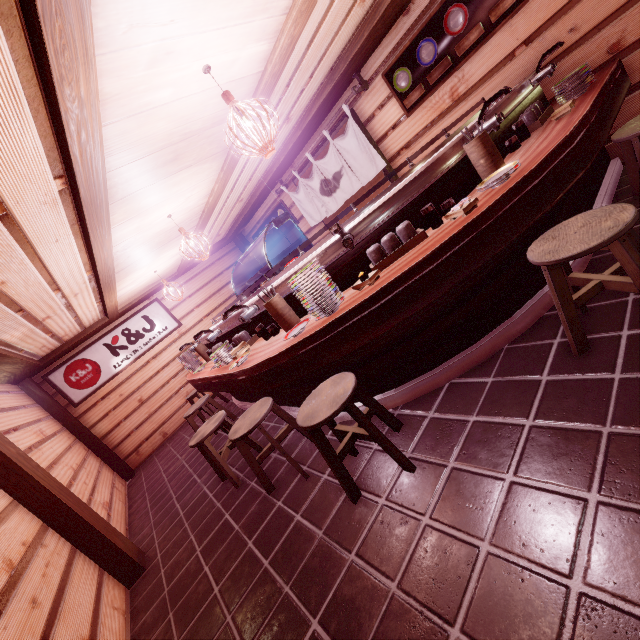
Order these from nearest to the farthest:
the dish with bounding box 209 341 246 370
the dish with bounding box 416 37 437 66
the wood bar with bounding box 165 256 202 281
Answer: the dish with bounding box 209 341 246 370
the dish with bounding box 416 37 437 66
the wood bar with bounding box 165 256 202 281

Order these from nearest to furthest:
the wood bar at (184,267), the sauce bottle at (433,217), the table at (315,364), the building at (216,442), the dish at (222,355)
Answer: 1. the table at (315,364)
2. the sauce bottle at (433,217)
3. the dish at (222,355)
4. the building at (216,442)
5. the wood bar at (184,267)

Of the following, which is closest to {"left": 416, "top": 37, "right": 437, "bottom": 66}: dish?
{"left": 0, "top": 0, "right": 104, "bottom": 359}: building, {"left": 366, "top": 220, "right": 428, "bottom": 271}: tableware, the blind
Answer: the blind

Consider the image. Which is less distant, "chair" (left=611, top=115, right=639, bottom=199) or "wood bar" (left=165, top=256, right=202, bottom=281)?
"chair" (left=611, top=115, right=639, bottom=199)

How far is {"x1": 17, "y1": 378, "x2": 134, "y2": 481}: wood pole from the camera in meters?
11.3 m

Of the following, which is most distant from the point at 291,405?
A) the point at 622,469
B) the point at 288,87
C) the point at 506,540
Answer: the point at 288,87

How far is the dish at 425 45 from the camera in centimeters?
682cm

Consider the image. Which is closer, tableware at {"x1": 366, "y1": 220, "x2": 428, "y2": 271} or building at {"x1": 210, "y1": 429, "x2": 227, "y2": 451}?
tableware at {"x1": 366, "y1": 220, "x2": 428, "y2": 271}
